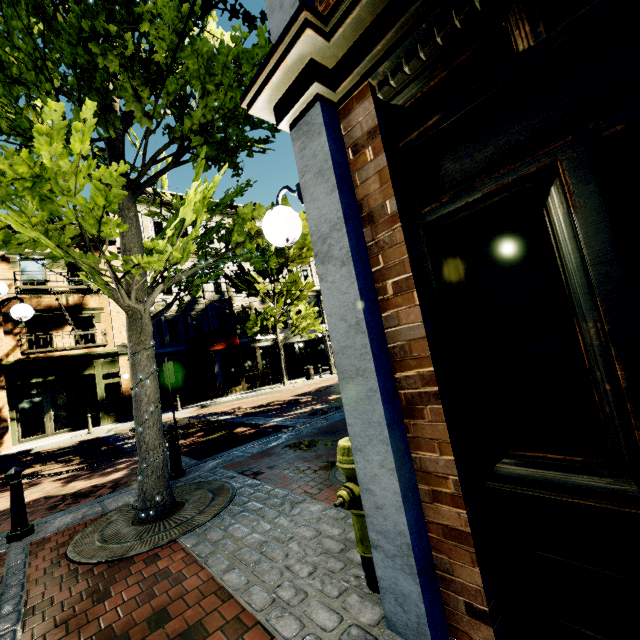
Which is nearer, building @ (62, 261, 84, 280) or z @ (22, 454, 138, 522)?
z @ (22, 454, 138, 522)

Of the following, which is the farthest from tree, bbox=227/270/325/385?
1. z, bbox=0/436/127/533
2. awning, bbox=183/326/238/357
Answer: awning, bbox=183/326/238/357

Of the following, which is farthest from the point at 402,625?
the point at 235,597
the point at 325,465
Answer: the point at 325,465

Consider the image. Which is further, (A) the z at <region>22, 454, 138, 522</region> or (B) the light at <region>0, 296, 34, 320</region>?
(A) the z at <region>22, 454, 138, 522</region>

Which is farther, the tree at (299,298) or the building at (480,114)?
the tree at (299,298)

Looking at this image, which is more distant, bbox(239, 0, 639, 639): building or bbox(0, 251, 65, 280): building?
bbox(0, 251, 65, 280): building

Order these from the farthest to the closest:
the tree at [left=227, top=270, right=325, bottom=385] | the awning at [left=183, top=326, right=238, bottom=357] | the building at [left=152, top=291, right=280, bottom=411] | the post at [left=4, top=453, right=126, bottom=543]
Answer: the building at [left=152, top=291, right=280, bottom=411] < the tree at [left=227, top=270, right=325, bottom=385] < the awning at [left=183, top=326, right=238, bottom=357] < the post at [left=4, top=453, right=126, bottom=543]

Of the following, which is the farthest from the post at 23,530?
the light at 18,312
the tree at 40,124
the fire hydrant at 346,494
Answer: the fire hydrant at 346,494
